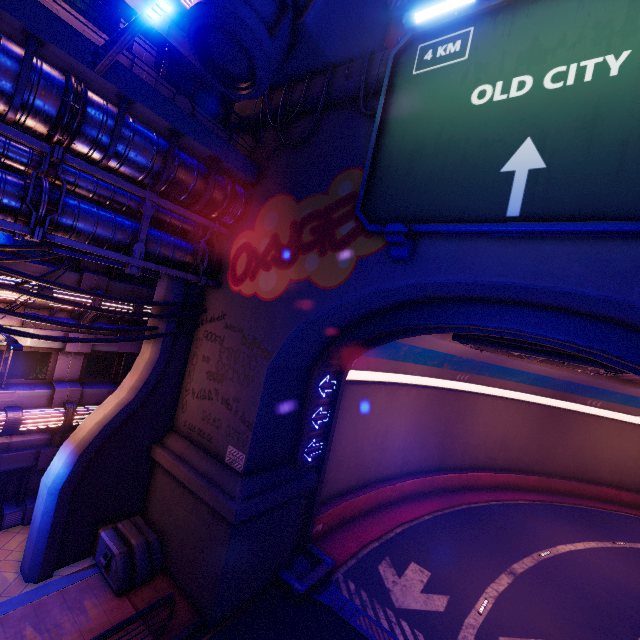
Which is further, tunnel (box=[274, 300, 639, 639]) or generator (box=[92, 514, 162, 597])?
tunnel (box=[274, 300, 639, 639])

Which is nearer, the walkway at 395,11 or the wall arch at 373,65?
the wall arch at 373,65

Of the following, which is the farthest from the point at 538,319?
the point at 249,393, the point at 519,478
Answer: the point at 519,478

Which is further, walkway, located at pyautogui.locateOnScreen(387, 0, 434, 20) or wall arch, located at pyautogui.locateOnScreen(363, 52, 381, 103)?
walkway, located at pyautogui.locateOnScreen(387, 0, 434, 20)

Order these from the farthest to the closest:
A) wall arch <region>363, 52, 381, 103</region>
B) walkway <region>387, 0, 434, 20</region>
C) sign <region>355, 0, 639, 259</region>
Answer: walkway <region>387, 0, 434, 20</region>, wall arch <region>363, 52, 381, 103</region>, sign <region>355, 0, 639, 259</region>

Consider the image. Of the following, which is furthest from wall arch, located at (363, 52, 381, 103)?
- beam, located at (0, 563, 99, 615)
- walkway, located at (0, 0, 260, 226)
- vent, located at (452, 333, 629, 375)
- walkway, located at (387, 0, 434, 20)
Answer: walkway, located at (387, 0, 434, 20)

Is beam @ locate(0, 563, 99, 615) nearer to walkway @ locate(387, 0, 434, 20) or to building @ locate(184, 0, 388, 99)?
building @ locate(184, 0, 388, 99)

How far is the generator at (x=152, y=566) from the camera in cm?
1052
